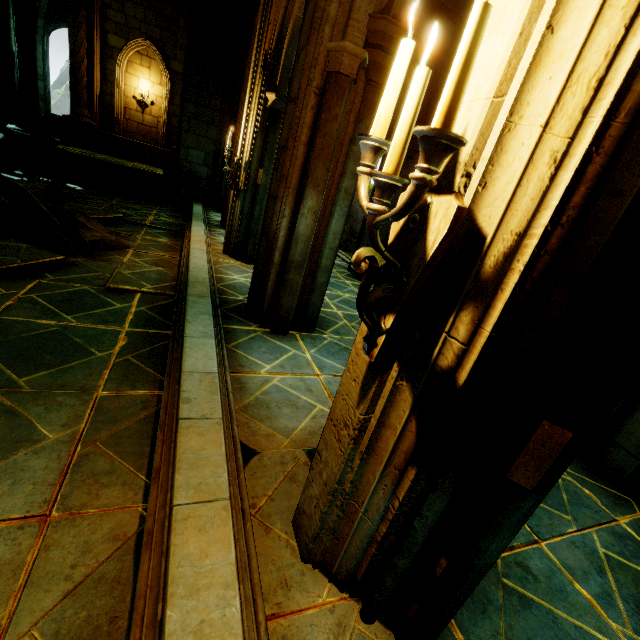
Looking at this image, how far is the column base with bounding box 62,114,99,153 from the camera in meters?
13.4

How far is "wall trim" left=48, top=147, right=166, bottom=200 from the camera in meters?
10.4 m

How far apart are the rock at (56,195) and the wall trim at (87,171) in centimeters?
285cm

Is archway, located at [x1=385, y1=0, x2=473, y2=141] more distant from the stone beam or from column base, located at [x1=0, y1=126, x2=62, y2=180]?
column base, located at [x1=0, y1=126, x2=62, y2=180]

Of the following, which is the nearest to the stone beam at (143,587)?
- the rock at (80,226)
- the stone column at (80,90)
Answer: the rock at (80,226)

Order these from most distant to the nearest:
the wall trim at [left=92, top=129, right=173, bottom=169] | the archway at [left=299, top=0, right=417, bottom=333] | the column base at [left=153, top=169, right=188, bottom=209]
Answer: the wall trim at [left=92, top=129, right=173, bottom=169] < the column base at [left=153, top=169, right=188, bottom=209] < the archway at [left=299, top=0, right=417, bottom=333]

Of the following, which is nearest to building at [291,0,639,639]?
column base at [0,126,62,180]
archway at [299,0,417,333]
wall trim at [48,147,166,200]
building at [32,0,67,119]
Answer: archway at [299,0,417,333]

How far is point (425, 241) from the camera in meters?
1.0
